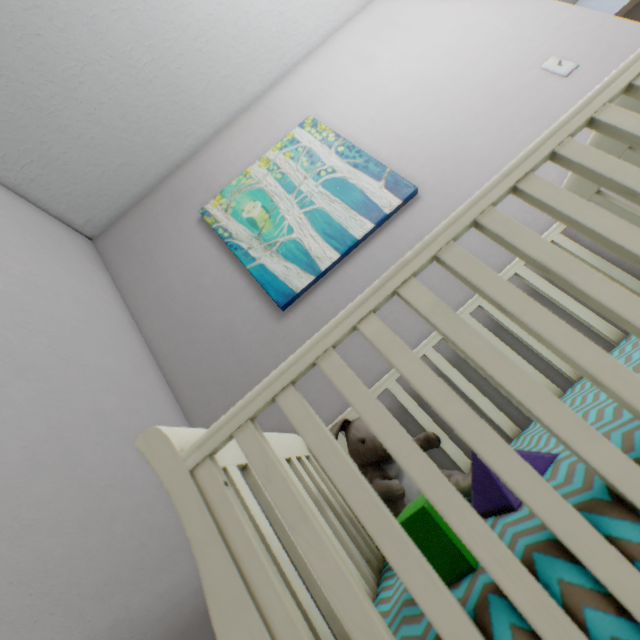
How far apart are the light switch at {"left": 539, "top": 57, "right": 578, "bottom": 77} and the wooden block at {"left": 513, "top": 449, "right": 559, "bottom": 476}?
1.77m

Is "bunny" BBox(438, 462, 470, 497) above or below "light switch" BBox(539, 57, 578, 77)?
below

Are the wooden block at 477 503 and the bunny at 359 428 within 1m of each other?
yes

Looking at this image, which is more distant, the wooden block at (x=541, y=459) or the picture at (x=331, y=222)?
the picture at (x=331, y=222)

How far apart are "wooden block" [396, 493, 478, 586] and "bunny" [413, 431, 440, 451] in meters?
0.1

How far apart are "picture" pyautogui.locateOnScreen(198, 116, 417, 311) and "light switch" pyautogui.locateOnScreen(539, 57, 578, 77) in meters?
0.9

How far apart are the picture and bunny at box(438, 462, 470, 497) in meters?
0.7

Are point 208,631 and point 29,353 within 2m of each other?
yes
